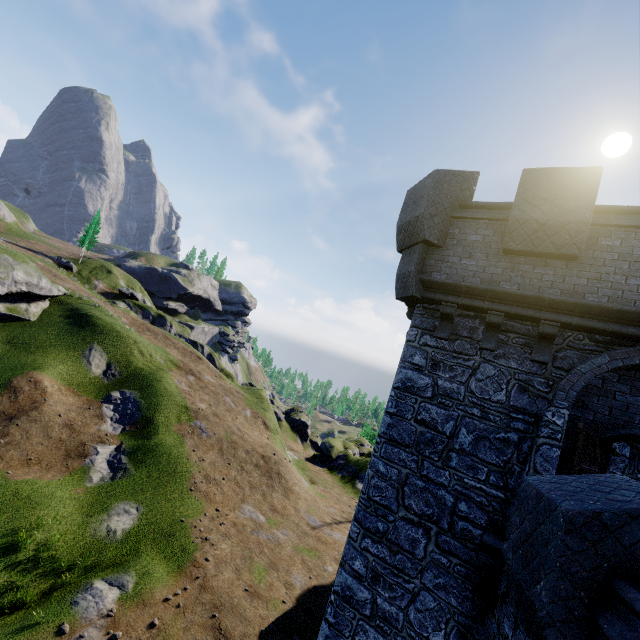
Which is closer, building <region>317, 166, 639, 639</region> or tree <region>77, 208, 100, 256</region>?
building <region>317, 166, 639, 639</region>

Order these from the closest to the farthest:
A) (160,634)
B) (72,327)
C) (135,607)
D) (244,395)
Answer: (160,634), (135,607), (72,327), (244,395)

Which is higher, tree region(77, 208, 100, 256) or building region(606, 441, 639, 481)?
tree region(77, 208, 100, 256)

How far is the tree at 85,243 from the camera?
57.04m

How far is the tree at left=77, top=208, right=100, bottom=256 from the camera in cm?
5704

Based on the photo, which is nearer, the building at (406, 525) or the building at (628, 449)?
the building at (406, 525)

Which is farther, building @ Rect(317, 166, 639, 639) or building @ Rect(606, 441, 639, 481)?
building @ Rect(606, 441, 639, 481)
